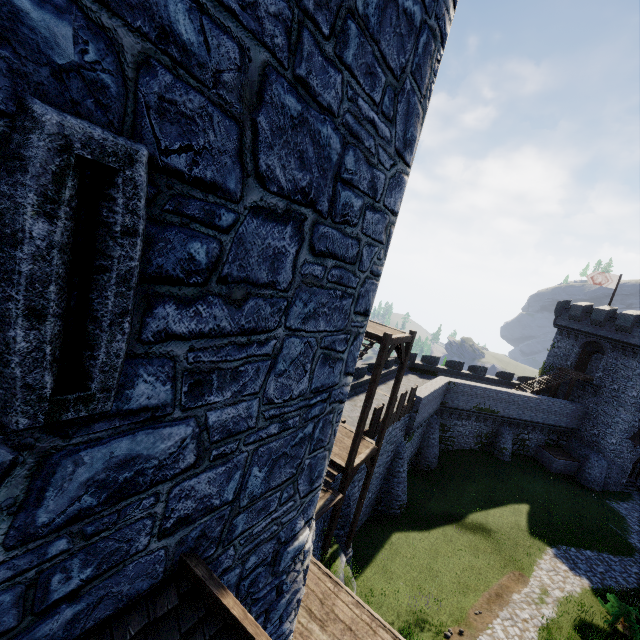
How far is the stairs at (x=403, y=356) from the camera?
12.35m

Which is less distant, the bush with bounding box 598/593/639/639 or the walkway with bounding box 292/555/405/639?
the walkway with bounding box 292/555/405/639

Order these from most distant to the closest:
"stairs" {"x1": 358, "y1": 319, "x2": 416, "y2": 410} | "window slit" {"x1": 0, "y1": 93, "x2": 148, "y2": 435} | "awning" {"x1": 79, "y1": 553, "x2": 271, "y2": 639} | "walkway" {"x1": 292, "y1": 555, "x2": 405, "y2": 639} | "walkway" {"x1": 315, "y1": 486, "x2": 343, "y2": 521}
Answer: "stairs" {"x1": 358, "y1": 319, "x2": 416, "y2": 410}, "walkway" {"x1": 315, "y1": 486, "x2": 343, "y2": 521}, "walkway" {"x1": 292, "y1": 555, "x2": 405, "y2": 639}, "awning" {"x1": 79, "y1": 553, "x2": 271, "y2": 639}, "window slit" {"x1": 0, "y1": 93, "x2": 148, "y2": 435}

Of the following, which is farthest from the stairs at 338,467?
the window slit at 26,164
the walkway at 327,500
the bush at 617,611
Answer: the bush at 617,611

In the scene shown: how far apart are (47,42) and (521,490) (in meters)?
35.63

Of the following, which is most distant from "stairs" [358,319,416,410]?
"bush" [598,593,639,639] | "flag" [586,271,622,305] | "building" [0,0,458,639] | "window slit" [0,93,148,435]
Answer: "flag" [586,271,622,305]

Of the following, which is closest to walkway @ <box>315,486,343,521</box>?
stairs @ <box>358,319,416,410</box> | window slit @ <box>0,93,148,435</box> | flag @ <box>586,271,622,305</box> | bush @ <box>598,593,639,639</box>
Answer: stairs @ <box>358,319,416,410</box>

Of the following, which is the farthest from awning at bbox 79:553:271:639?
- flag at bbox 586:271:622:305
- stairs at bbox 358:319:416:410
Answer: flag at bbox 586:271:622:305
